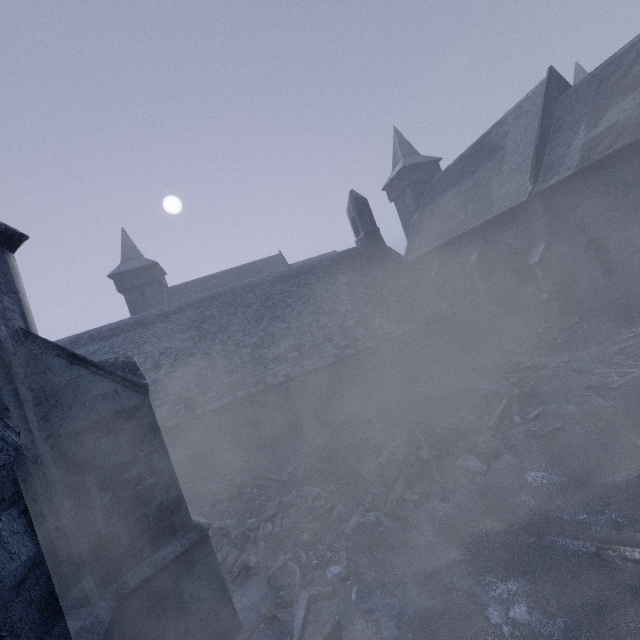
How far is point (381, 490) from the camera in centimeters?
820cm

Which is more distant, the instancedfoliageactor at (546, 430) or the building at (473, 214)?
the instancedfoliageactor at (546, 430)

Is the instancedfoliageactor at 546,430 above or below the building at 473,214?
below

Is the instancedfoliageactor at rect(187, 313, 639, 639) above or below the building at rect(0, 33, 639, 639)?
below

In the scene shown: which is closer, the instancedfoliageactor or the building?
the building
